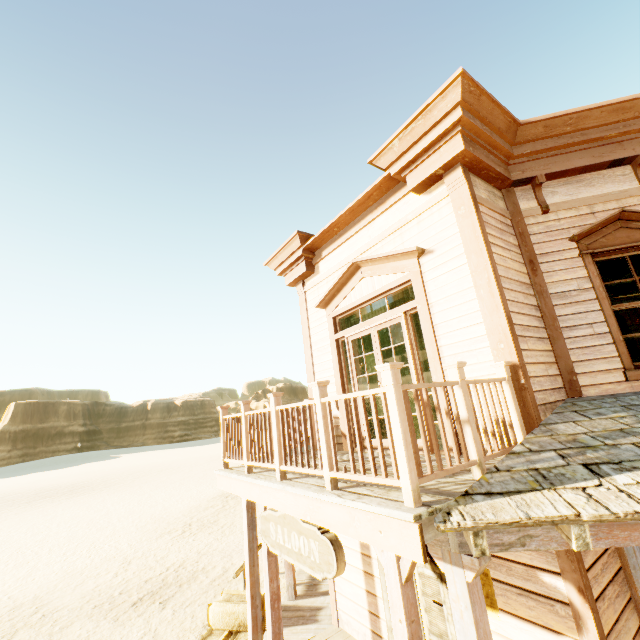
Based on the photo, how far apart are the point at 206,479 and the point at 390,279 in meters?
27.4 m

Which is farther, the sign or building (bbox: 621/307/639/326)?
building (bbox: 621/307/639/326)

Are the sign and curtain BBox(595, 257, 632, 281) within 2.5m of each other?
no

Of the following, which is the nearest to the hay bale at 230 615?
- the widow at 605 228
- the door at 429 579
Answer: the door at 429 579

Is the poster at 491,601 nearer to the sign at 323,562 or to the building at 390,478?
the building at 390,478

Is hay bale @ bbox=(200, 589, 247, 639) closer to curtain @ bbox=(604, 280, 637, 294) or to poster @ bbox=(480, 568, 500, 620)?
poster @ bbox=(480, 568, 500, 620)

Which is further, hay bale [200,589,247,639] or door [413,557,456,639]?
hay bale [200,589,247,639]

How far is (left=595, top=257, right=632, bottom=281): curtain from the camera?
4.67m
